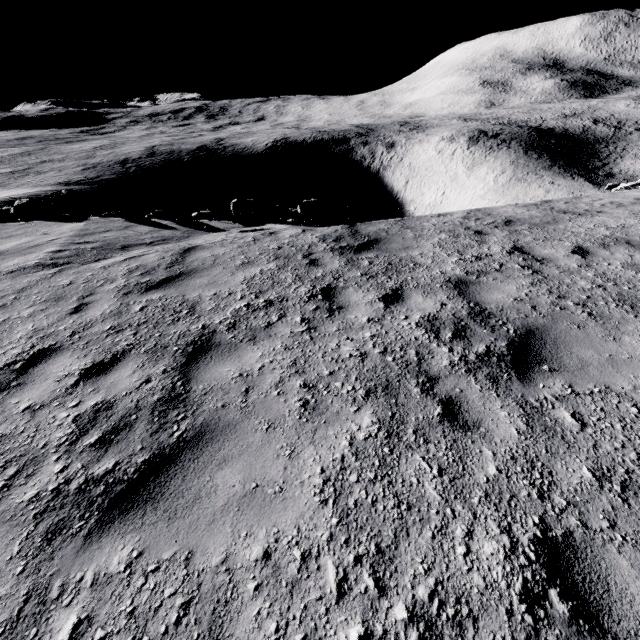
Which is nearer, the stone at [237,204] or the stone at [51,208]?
the stone at [237,204]

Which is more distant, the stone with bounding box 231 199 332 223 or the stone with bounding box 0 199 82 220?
the stone with bounding box 0 199 82 220

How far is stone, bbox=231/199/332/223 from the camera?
11.0m

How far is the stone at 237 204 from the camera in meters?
11.0 m

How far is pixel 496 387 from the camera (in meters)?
3.37
